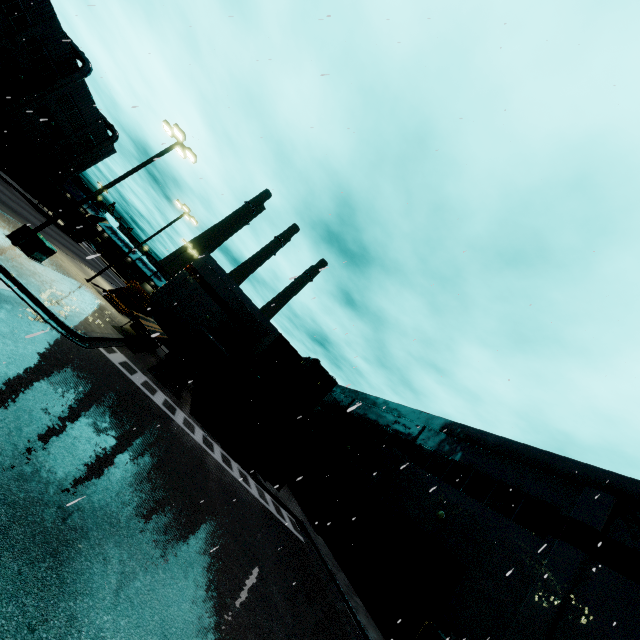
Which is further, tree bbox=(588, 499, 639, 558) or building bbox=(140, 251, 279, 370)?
building bbox=(140, 251, 279, 370)

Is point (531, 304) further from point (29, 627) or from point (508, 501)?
point (508, 501)

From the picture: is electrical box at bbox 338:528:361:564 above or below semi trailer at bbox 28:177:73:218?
below

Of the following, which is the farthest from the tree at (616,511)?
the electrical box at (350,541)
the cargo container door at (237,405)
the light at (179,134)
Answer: the light at (179,134)

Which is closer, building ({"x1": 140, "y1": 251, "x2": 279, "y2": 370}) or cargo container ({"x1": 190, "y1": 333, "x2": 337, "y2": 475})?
cargo container ({"x1": 190, "y1": 333, "x2": 337, "y2": 475})

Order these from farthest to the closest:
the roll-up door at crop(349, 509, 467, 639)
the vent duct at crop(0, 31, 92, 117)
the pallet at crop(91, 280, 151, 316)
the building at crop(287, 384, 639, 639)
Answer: the vent duct at crop(0, 31, 92, 117) → the pallet at crop(91, 280, 151, 316) → the roll-up door at crop(349, 509, 467, 639) → the building at crop(287, 384, 639, 639)

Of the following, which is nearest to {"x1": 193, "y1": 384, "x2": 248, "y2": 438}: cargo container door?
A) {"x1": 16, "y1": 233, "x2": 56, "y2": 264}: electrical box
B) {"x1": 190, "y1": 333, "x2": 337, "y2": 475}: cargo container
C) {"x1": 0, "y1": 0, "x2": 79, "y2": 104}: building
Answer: {"x1": 190, "y1": 333, "x2": 337, "y2": 475}: cargo container

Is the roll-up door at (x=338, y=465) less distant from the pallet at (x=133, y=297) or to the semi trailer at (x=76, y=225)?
the semi trailer at (x=76, y=225)
